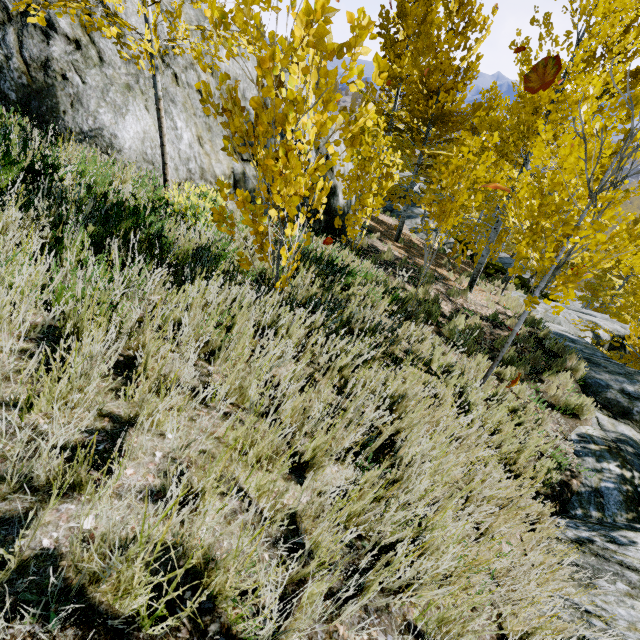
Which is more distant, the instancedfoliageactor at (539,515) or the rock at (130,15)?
the rock at (130,15)

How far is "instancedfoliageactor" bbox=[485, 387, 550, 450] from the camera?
4.2 meters

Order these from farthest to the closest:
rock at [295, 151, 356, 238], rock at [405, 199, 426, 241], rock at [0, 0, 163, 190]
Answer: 1. rock at [405, 199, 426, 241]
2. rock at [295, 151, 356, 238]
3. rock at [0, 0, 163, 190]

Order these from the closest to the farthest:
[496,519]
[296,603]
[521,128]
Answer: [296,603] → [496,519] → [521,128]

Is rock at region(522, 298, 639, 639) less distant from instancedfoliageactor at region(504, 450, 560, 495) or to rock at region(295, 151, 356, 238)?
instancedfoliageactor at region(504, 450, 560, 495)

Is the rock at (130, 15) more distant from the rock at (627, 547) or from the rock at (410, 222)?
the rock at (410, 222)

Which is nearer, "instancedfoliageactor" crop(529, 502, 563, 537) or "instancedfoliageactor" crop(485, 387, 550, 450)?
"instancedfoliageactor" crop(529, 502, 563, 537)

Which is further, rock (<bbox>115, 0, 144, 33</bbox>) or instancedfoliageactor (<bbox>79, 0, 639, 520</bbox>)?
rock (<bbox>115, 0, 144, 33</bbox>)
